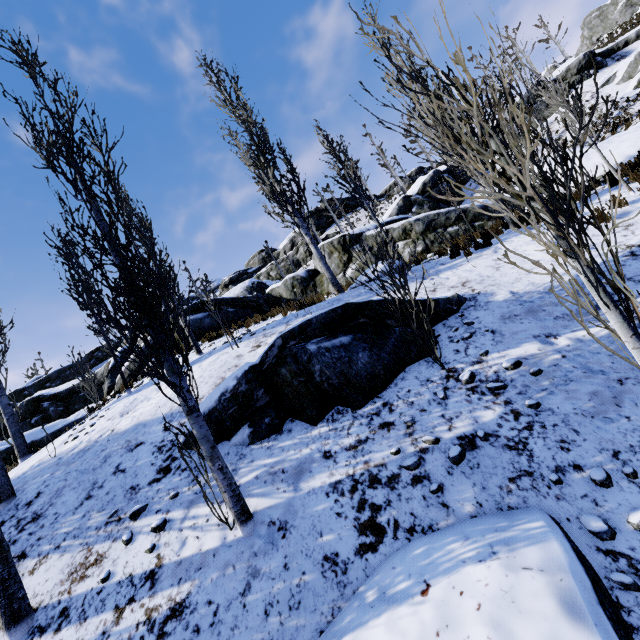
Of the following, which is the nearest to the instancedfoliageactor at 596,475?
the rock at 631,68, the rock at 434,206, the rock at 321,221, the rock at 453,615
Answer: the rock at 453,615

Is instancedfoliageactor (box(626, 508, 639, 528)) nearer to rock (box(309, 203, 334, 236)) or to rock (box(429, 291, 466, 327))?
rock (box(429, 291, 466, 327))

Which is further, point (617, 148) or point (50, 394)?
point (50, 394)

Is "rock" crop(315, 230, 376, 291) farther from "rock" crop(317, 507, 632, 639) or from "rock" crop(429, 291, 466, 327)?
"rock" crop(317, 507, 632, 639)

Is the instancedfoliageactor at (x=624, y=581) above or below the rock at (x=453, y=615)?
below

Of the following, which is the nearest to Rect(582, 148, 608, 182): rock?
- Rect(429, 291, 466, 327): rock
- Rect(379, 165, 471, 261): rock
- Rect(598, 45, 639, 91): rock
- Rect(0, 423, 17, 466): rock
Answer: Rect(429, 291, 466, 327): rock

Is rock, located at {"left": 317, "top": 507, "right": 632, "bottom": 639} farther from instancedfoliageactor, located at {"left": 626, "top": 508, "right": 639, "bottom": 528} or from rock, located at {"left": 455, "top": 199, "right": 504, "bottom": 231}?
rock, located at {"left": 455, "top": 199, "right": 504, "bottom": 231}

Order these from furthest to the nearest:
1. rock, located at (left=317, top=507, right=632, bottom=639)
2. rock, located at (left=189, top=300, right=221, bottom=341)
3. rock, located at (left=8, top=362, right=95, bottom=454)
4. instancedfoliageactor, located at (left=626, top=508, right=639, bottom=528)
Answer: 1. rock, located at (left=8, top=362, right=95, bottom=454)
2. rock, located at (left=189, top=300, right=221, bottom=341)
3. instancedfoliageactor, located at (left=626, top=508, right=639, bottom=528)
4. rock, located at (left=317, top=507, right=632, bottom=639)
